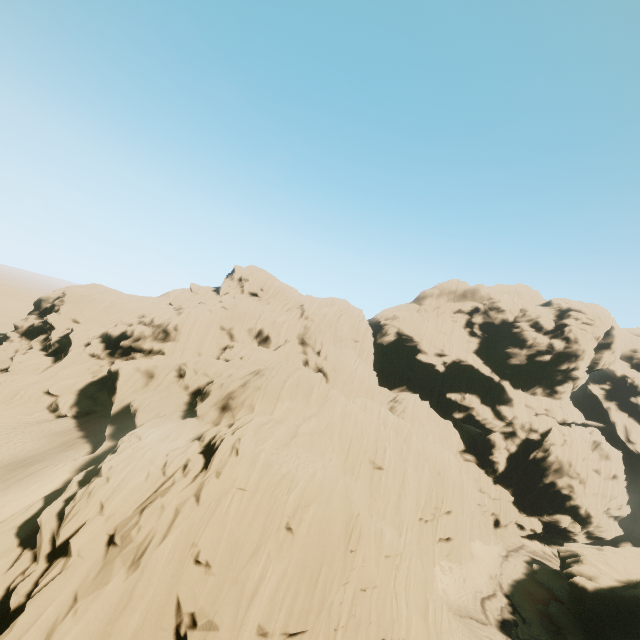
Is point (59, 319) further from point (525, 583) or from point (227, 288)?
point (525, 583)
